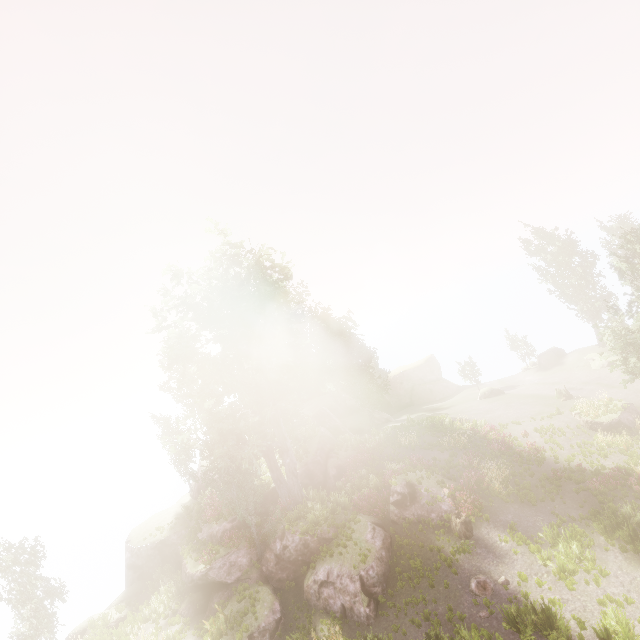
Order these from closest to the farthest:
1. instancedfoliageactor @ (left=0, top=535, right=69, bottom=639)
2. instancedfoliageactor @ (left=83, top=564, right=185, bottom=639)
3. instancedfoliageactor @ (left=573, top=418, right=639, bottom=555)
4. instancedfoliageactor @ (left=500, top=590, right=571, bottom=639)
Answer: instancedfoliageactor @ (left=500, top=590, right=571, bottom=639) → instancedfoliageactor @ (left=573, top=418, right=639, bottom=555) → instancedfoliageactor @ (left=83, top=564, right=185, bottom=639) → instancedfoliageactor @ (left=0, top=535, right=69, bottom=639)

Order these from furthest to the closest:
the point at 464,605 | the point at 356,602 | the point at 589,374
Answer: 1. the point at 589,374
2. the point at 356,602
3. the point at 464,605

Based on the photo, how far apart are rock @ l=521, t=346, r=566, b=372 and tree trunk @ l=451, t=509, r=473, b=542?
32.2 meters

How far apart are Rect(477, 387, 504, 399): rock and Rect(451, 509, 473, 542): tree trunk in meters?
24.3

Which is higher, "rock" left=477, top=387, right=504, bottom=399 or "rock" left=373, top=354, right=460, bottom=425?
"rock" left=477, top=387, right=504, bottom=399

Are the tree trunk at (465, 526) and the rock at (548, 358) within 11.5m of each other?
no

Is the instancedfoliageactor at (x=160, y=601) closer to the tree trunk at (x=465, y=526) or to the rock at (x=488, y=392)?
the tree trunk at (x=465, y=526)

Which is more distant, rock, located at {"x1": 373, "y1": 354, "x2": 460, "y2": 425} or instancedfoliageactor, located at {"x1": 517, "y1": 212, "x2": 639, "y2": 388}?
rock, located at {"x1": 373, "y1": 354, "x2": 460, "y2": 425}
